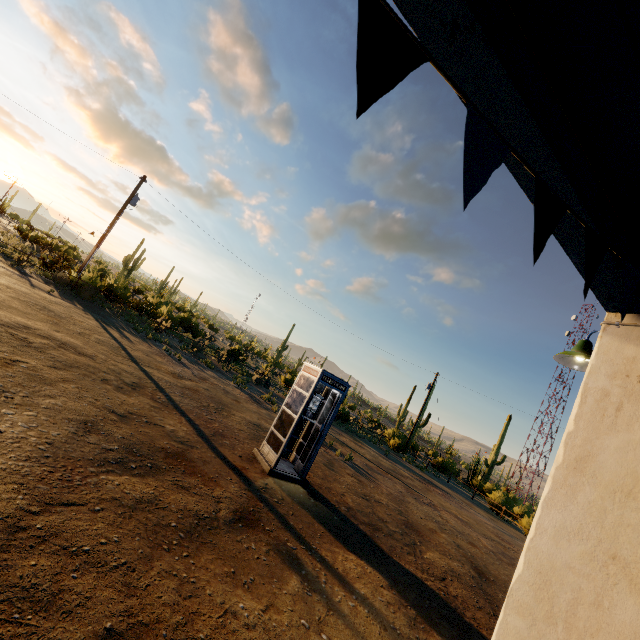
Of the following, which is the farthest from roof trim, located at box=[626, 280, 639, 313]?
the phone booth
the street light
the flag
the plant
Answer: the plant

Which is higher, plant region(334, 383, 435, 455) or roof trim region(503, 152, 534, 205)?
roof trim region(503, 152, 534, 205)

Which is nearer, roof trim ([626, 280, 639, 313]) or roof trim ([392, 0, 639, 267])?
roof trim ([392, 0, 639, 267])

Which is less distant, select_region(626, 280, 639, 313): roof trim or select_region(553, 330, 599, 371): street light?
select_region(626, 280, 639, 313): roof trim

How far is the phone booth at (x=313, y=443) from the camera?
7.7m

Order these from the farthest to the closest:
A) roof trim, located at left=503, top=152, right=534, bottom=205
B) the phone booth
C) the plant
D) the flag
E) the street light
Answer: the plant
the phone booth
the street light
roof trim, located at left=503, top=152, right=534, bottom=205
the flag

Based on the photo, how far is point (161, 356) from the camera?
14.3m

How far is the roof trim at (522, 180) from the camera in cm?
180
